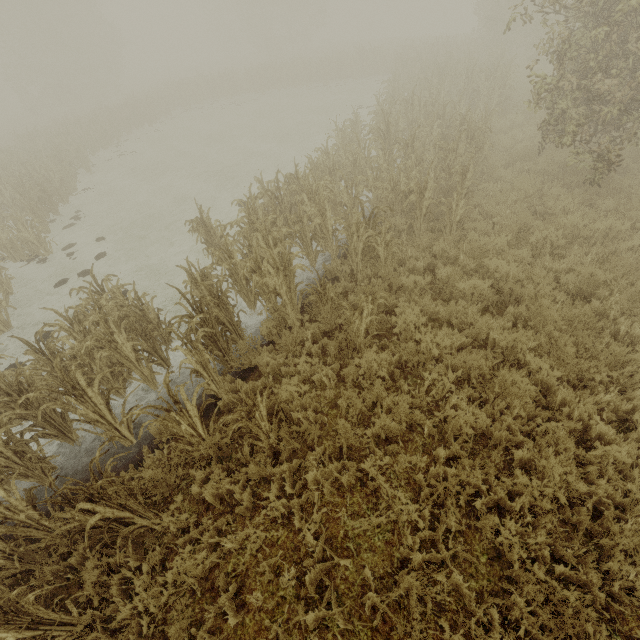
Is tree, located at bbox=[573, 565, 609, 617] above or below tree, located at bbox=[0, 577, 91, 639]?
below

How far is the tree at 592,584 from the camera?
2.97m

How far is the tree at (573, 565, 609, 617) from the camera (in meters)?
2.97

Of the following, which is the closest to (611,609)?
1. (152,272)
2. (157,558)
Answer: (157,558)

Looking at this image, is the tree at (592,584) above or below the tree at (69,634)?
below
